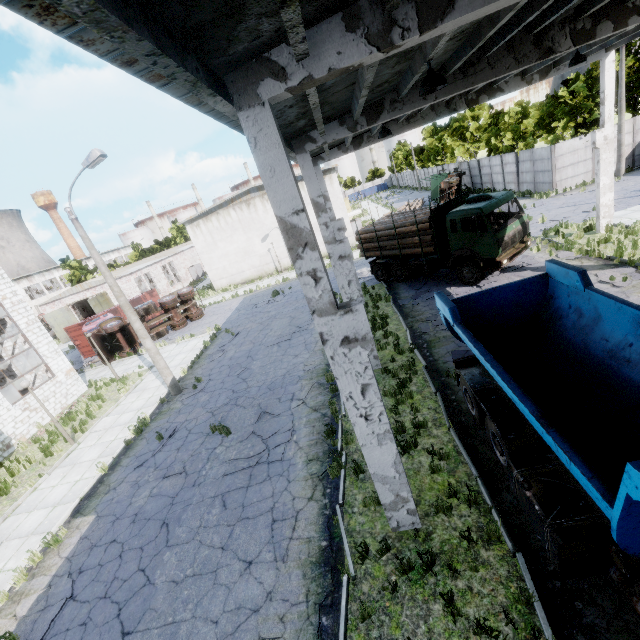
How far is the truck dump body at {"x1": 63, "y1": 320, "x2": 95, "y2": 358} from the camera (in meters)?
26.80

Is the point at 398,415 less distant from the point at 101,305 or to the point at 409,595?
the point at 409,595

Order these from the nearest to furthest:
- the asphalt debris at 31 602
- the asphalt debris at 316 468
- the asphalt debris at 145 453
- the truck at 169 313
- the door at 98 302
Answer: the asphalt debris at 31 602, the asphalt debris at 316 468, the asphalt debris at 145 453, the truck at 169 313, the door at 98 302

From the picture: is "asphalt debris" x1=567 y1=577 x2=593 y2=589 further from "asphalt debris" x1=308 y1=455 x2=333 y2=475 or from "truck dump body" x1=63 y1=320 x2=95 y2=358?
"truck dump body" x1=63 y1=320 x2=95 y2=358

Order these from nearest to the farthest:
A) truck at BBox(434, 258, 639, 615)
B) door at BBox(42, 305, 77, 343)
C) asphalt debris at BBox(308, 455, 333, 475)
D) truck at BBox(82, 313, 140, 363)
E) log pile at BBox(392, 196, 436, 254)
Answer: truck at BBox(434, 258, 639, 615) < asphalt debris at BBox(308, 455, 333, 475) < log pile at BBox(392, 196, 436, 254) < truck at BBox(82, 313, 140, 363) < door at BBox(42, 305, 77, 343)

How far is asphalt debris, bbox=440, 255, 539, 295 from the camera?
14.8m

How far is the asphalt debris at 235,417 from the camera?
9.70m

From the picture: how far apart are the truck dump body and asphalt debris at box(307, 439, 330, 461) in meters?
25.5
